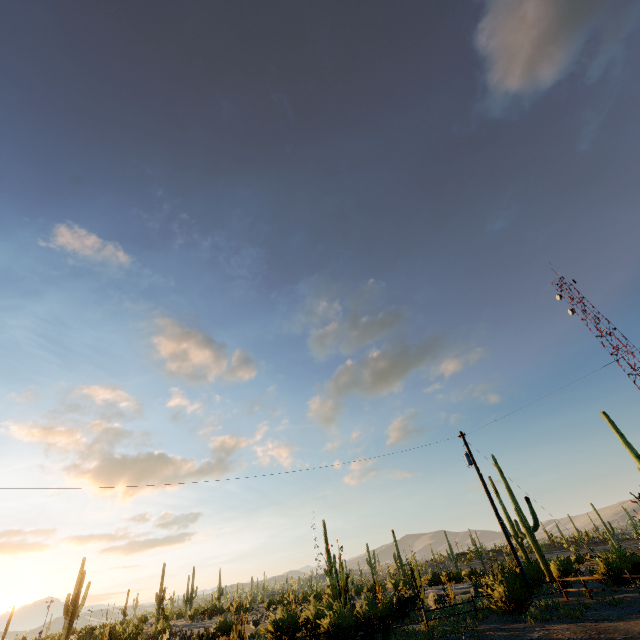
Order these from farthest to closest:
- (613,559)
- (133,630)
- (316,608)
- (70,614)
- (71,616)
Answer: (70,614), (71,616), (133,630), (613,559), (316,608)
